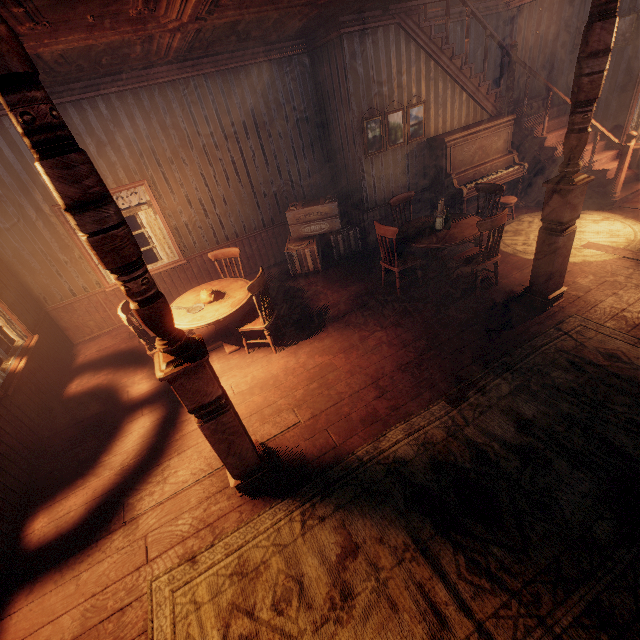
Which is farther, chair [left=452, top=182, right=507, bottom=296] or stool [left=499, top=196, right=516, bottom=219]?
stool [left=499, top=196, right=516, bottom=219]

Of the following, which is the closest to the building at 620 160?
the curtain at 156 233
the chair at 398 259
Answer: the curtain at 156 233

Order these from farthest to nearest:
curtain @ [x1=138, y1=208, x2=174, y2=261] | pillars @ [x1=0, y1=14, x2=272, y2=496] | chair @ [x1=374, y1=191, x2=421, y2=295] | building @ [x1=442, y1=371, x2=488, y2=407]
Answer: curtain @ [x1=138, y1=208, x2=174, y2=261] < chair @ [x1=374, y1=191, x2=421, y2=295] < building @ [x1=442, y1=371, x2=488, y2=407] < pillars @ [x1=0, y1=14, x2=272, y2=496]

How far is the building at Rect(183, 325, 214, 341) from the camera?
5.6m

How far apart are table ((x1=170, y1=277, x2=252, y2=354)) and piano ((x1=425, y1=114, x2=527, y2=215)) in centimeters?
493cm

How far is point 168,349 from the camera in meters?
2.3 m

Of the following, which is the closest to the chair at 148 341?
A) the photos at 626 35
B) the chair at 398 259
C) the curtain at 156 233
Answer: the curtain at 156 233

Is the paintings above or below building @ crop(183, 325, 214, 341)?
above
